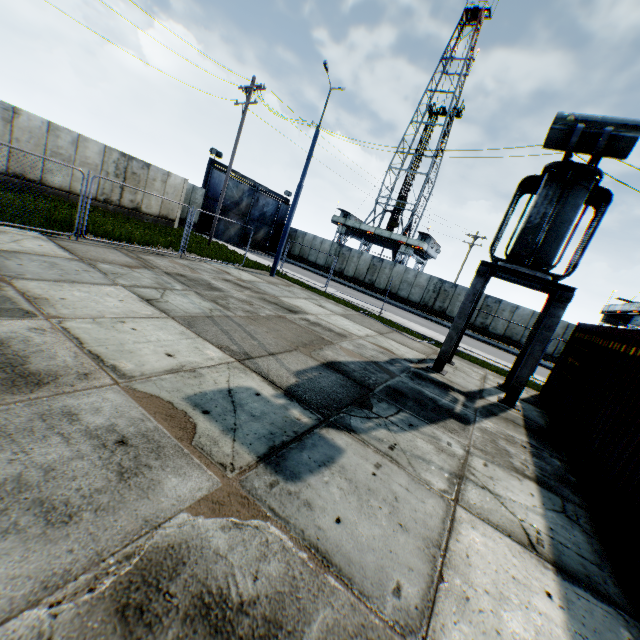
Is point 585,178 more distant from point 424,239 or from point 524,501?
point 424,239

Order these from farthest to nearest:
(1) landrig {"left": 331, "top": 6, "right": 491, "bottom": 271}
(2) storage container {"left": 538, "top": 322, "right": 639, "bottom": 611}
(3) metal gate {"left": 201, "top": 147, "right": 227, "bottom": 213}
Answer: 1. (1) landrig {"left": 331, "top": 6, "right": 491, "bottom": 271}
2. (3) metal gate {"left": 201, "top": 147, "right": 227, "bottom": 213}
3. (2) storage container {"left": 538, "top": 322, "right": 639, "bottom": 611}

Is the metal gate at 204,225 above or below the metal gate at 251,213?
below

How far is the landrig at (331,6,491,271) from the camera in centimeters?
3941cm

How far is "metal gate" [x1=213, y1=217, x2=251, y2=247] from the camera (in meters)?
29.20

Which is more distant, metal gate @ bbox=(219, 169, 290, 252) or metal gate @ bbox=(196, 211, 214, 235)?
metal gate @ bbox=(219, 169, 290, 252)

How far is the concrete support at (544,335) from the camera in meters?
8.7
